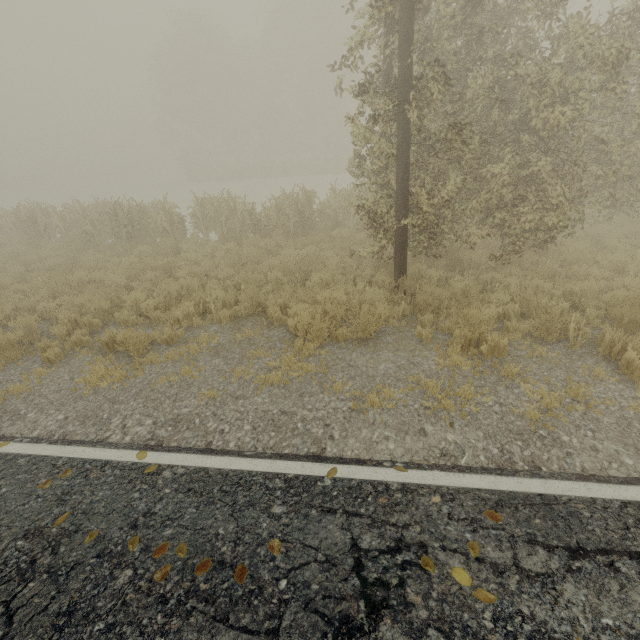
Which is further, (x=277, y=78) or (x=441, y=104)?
(x=277, y=78)

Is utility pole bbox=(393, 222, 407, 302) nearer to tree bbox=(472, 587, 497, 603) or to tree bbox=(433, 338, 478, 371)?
tree bbox=(433, 338, 478, 371)

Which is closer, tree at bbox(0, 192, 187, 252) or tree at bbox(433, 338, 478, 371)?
tree at bbox(433, 338, 478, 371)

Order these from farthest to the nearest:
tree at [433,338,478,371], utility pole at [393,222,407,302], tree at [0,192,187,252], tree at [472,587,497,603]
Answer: tree at [0,192,187,252] < utility pole at [393,222,407,302] < tree at [433,338,478,371] < tree at [472,587,497,603]

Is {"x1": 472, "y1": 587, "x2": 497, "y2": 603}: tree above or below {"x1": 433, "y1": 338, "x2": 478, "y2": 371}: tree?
above

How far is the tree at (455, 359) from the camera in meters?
5.0

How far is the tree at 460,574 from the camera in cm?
252

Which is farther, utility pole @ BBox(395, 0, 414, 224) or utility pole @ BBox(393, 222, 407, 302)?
utility pole @ BBox(393, 222, 407, 302)
